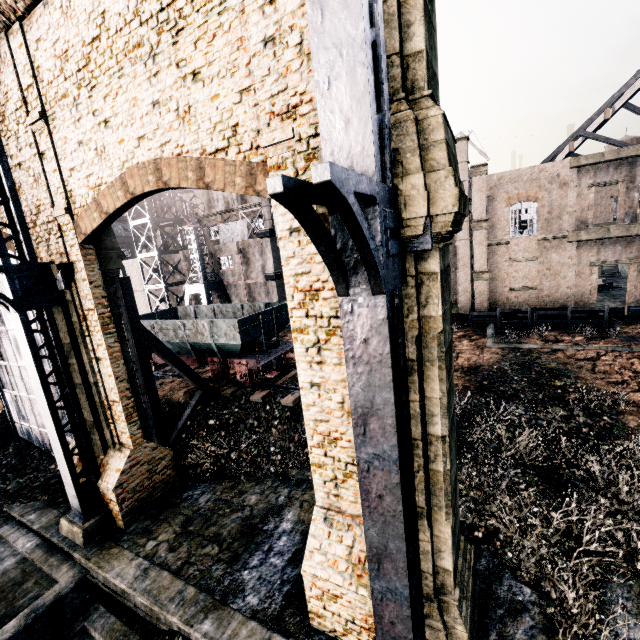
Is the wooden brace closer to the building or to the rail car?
the rail car

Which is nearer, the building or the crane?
the building

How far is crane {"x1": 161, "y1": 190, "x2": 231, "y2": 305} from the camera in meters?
33.7

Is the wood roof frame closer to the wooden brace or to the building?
the wooden brace

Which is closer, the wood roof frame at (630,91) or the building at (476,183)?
the building at (476,183)

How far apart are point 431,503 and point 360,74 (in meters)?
7.50

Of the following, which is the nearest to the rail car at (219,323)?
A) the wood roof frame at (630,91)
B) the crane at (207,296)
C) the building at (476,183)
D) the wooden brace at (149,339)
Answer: the wooden brace at (149,339)
